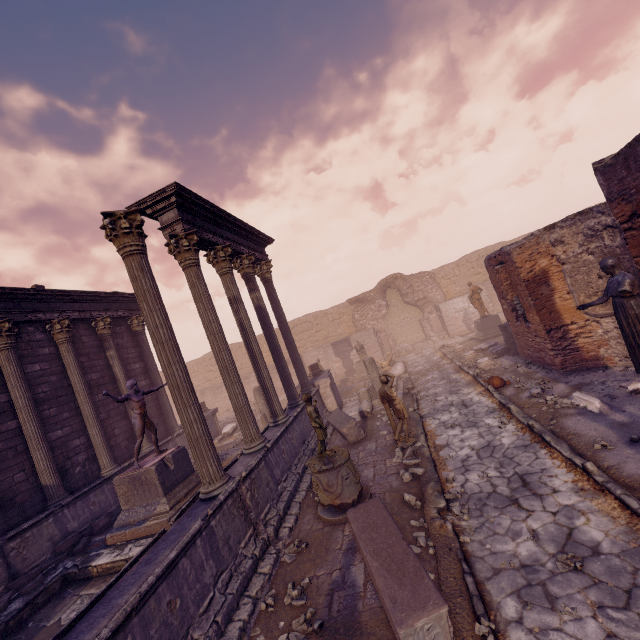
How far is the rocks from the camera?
7.55m

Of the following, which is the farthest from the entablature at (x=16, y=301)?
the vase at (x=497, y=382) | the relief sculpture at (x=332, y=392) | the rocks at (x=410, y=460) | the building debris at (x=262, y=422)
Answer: the vase at (x=497, y=382)

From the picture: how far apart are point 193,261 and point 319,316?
19.4m

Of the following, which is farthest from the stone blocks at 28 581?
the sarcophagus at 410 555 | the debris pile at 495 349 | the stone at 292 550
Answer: the debris pile at 495 349

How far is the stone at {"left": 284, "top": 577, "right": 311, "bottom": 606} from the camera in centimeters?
468cm

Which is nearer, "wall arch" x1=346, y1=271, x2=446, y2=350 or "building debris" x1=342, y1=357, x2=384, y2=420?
"building debris" x1=342, y1=357, x2=384, y2=420

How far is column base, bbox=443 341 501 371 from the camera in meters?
12.3

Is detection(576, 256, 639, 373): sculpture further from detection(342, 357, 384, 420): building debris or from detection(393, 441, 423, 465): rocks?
detection(342, 357, 384, 420): building debris
